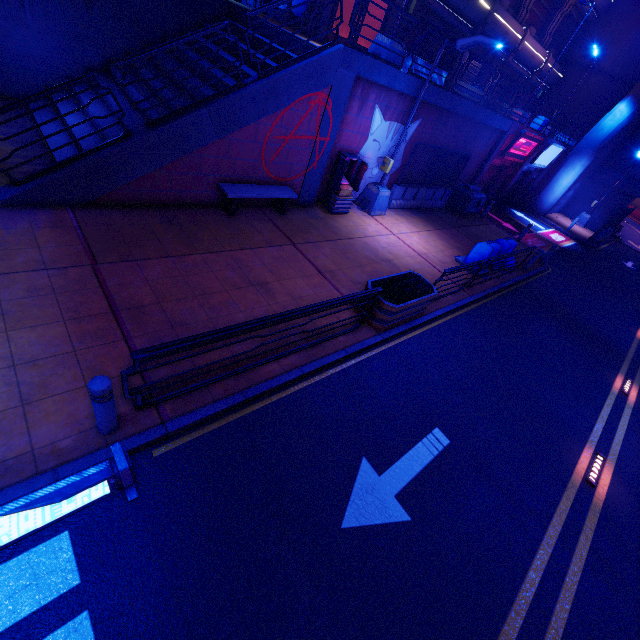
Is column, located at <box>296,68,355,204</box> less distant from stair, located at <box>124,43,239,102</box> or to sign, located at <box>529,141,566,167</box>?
stair, located at <box>124,43,239,102</box>

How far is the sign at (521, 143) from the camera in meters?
17.8

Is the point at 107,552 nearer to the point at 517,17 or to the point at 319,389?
the point at 319,389

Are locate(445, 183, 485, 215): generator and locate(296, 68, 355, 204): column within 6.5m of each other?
no

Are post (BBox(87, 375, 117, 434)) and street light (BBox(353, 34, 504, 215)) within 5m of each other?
no

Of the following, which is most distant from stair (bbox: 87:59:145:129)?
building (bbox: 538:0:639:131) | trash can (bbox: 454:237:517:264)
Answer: building (bbox: 538:0:639:131)

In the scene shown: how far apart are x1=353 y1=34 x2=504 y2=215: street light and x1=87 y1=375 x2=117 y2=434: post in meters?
11.6

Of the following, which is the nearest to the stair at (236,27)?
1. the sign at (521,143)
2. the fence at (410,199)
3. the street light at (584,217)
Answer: the fence at (410,199)
